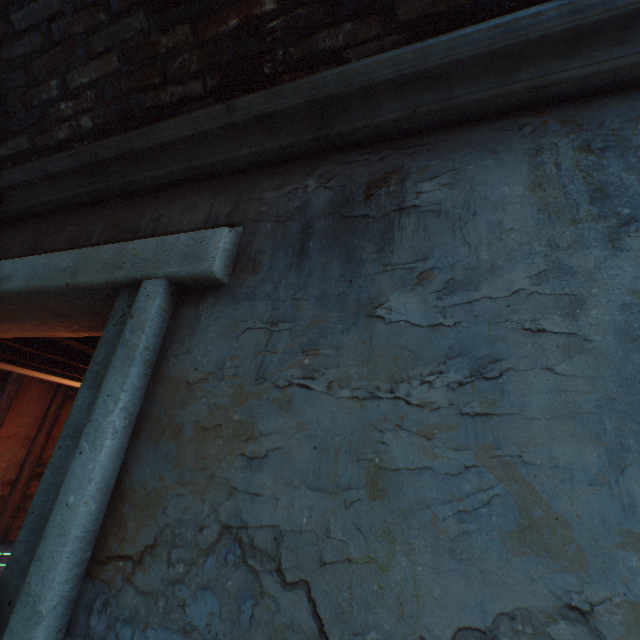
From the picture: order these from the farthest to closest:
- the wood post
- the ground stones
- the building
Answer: the wood post → the ground stones → the building

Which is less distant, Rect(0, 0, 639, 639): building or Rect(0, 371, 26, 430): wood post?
Rect(0, 0, 639, 639): building

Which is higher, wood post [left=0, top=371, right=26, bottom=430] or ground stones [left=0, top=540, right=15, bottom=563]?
wood post [left=0, top=371, right=26, bottom=430]

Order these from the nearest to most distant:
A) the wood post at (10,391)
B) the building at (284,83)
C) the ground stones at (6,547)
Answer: the building at (284,83)
the ground stones at (6,547)
the wood post at (10,391)

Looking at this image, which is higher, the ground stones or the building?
the building

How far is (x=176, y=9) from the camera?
1.8m

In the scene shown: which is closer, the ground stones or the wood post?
the ground stones

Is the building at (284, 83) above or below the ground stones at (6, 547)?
above
